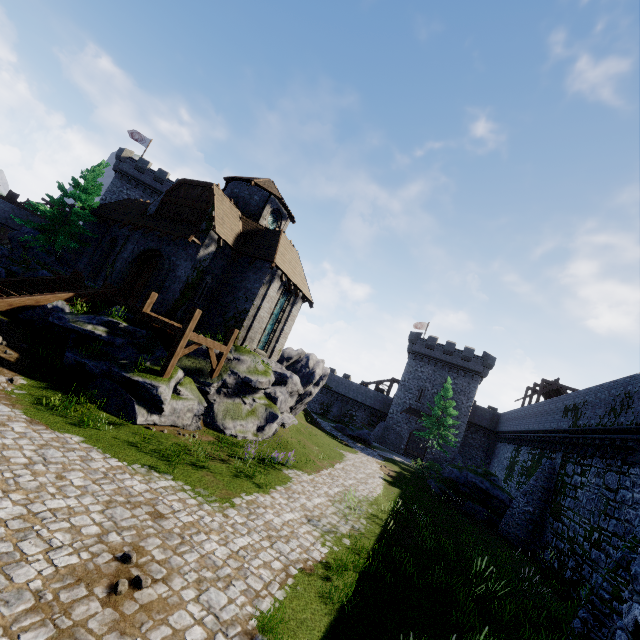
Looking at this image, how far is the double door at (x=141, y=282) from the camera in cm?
1895

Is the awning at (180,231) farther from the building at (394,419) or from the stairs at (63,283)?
the building at (394,419)

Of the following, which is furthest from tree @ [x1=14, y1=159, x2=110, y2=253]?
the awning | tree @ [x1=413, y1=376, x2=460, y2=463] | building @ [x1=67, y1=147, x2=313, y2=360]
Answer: tree @ [x1=413, y1=376, x2=460, y2=463]

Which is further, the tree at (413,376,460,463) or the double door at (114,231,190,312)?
the tree at (413,376,460,463)

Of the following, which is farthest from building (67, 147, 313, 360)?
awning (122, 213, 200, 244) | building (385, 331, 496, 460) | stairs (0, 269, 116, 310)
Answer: building (385, 331, 496, 460)

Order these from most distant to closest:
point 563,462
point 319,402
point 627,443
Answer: point 319,402 < point 563,462 < point 627,443

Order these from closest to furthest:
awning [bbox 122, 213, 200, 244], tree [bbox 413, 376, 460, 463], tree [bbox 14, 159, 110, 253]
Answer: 1. awning [bbox 122, 213, 200, 244]
2. tree [bbox 14, 159, 110, 253]
3. tree [bbox 413, 376, 460, 463]

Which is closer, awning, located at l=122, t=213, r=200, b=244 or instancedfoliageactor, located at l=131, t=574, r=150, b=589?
instancedfoliageactor, located at l=131, t=574, r=150, b=589
